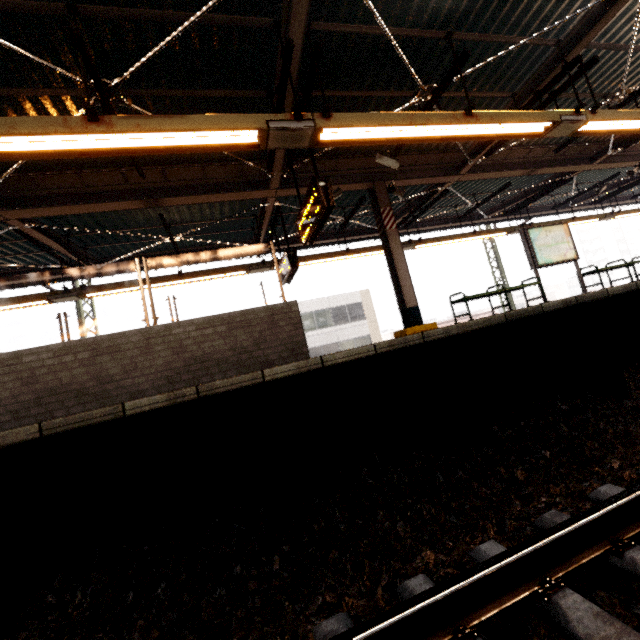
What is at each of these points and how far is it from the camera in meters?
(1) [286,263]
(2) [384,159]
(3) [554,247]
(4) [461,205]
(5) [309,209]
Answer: (1) sign, 7.9 m
(2) cctv camera, 6.5 m
(3) sign, 8.6 m
(4) awning structure, 12.0 m
(5) sign, 5.4 m

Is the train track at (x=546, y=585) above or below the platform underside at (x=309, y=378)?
below

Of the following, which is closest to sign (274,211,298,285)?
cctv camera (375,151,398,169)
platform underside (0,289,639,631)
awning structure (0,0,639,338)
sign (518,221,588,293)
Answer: awning structure (0,0,639,338)

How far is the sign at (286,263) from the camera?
7.6 meters

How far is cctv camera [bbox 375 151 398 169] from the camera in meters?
6.5 m

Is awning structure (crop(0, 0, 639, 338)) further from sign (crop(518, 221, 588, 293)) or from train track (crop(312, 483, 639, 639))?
train track (crop(312, 483, 639, 639))

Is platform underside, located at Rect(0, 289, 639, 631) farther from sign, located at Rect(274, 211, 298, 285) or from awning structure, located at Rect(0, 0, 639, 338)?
sign, located at Rect(274, 211, 298, 285)

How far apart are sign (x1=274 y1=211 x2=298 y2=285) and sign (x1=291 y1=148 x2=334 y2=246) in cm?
138
